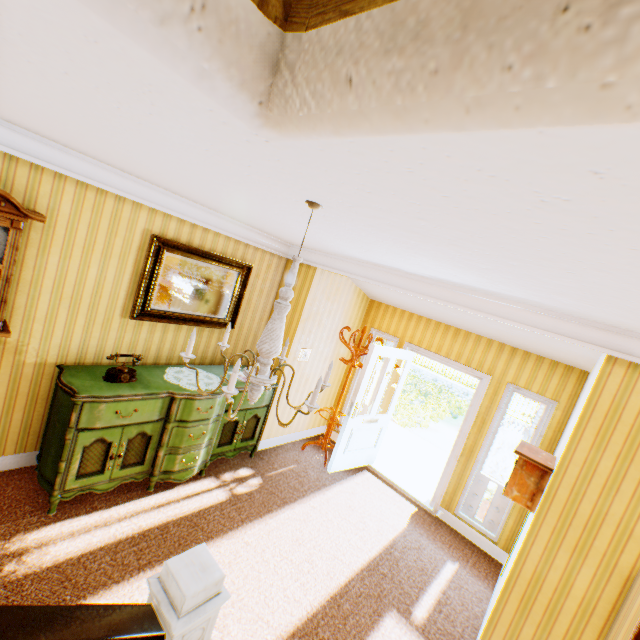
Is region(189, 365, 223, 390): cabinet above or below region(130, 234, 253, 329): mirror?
below

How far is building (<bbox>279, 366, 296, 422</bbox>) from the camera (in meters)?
4.96

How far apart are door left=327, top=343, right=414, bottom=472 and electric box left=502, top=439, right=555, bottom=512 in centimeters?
203cm

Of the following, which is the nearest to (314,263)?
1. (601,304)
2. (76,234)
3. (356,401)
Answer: (356,401)

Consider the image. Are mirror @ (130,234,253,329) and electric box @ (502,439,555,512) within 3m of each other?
no

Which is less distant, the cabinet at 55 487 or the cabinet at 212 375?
the cabinet at 55 487

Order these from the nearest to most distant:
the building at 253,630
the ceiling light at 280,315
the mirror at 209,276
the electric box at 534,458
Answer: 1. the building at 253,630
2. the ceiling light at 280,315
3. the electric box at 534,458
4. the mirror at 209,276

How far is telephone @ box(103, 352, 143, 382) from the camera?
3.20m
